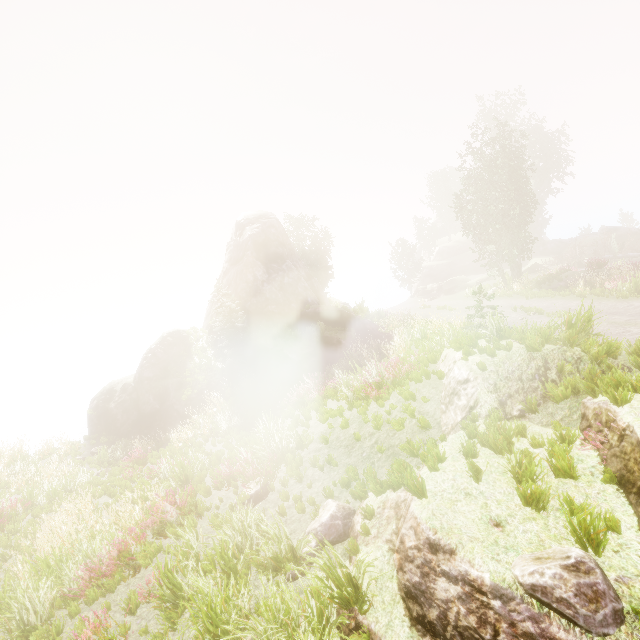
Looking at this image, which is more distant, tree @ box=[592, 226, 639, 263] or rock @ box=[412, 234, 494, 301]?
rock @ box=[412, 234, 494, 301]

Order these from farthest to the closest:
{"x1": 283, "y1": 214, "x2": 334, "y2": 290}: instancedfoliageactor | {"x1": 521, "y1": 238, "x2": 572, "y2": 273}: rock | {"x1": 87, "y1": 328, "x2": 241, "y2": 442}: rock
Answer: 1. {"x1": 521, "y1": 238, "x2": 572, "y2": 273}: rock
2. {"x1": 283, "y1": 214, "x2": 334, "y2": 290}: instancedfoliageactor
3. {"x1": 87, "y1": 328, "x2": 241, "y2": 442}: rock

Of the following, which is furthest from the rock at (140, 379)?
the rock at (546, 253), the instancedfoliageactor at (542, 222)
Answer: the rock at (546, 253)

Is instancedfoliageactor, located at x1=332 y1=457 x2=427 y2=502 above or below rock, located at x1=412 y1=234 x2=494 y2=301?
below

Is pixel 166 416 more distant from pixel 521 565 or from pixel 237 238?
pixel 521 565

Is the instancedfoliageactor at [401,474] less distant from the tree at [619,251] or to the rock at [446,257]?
the tree at [619,251]

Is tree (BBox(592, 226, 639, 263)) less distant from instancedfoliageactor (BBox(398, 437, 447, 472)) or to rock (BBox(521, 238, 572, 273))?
instancedfoliageactor (BBox(398, 437, 447, 472))

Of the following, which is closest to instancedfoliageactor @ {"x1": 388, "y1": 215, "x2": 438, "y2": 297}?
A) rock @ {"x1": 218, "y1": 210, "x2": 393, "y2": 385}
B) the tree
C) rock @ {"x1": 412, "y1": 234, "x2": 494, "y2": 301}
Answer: rock @ {"x1": 218, "y1": 210, "x2": 393, "y2": 385}
